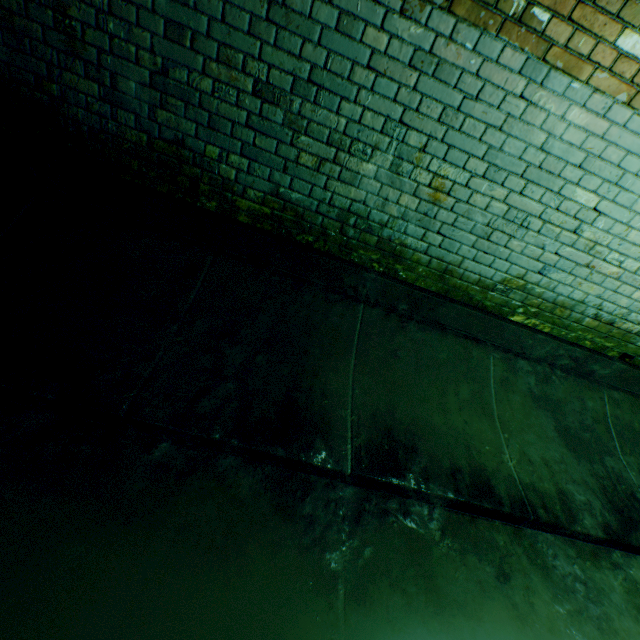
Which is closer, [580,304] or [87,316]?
[87,316]
